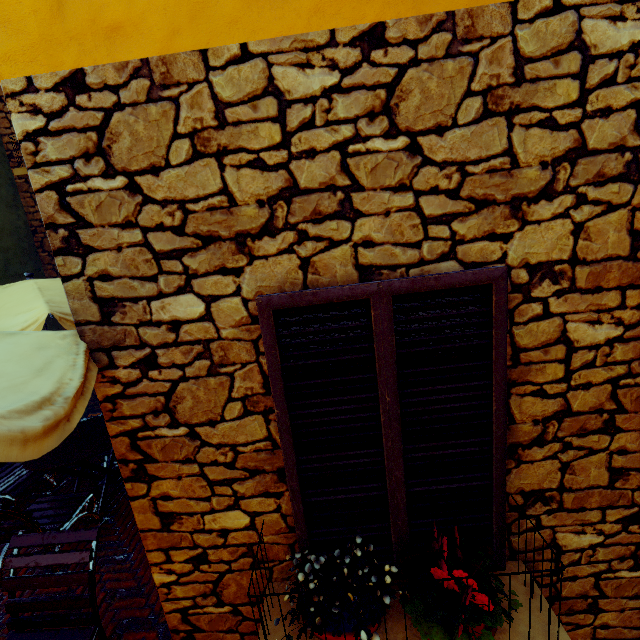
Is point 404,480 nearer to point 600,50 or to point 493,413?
point 493,413

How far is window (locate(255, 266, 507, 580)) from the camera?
1.4 meters

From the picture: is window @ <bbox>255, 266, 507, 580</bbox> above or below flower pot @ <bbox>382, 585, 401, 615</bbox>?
above

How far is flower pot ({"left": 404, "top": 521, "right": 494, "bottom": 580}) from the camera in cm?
155

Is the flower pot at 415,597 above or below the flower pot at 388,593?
above

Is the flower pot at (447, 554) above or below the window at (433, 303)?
below
